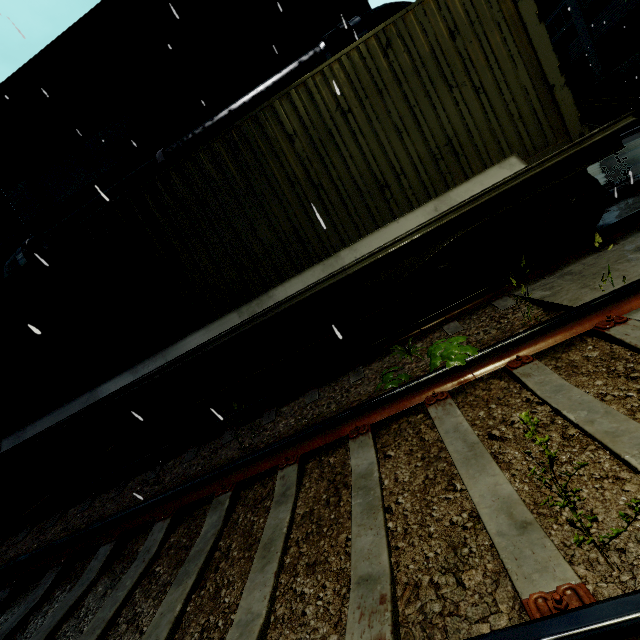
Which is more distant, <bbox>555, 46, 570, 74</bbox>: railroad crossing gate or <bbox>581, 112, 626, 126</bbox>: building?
<bbox>581, 112, 626, 126</bbox>: building

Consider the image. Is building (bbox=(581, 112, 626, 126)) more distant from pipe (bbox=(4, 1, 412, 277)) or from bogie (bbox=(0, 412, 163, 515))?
bogie (bbox=(0, 412, 163, 515))

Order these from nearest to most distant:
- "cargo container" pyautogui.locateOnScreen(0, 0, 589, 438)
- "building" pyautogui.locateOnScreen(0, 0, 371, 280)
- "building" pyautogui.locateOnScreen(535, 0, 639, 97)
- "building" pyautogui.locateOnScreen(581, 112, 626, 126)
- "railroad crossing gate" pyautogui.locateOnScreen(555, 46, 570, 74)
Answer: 1. "cargo container" pyautogui.locateOnScreen(0, 0, 589, 438)
2. "railroad crossing gate" pyautogui.locateOnScreen(555, 46, 570, 74)
3. "building" pyautogui.locateOnScreen(0, 0, 371, 280)
4. "building" pyautogui.locateOnScreen(535, 0, 639, 97)
5. "building" pyautogui.locateOnScreen(581, 112, 626, 126)

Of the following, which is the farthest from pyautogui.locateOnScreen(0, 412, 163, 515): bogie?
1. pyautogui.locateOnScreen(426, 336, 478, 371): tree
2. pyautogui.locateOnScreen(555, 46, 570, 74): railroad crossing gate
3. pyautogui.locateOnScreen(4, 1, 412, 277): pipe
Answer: pyautogui.locateOnScreen(555, 46, 570, 74): railroad crossing gate

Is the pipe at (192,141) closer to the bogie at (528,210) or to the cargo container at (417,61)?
the cargo container at (417,61)

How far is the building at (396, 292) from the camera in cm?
962

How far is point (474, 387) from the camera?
2.9 meters

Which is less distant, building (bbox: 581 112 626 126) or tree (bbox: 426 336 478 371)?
tree (bbox: 426 336 478 371)
